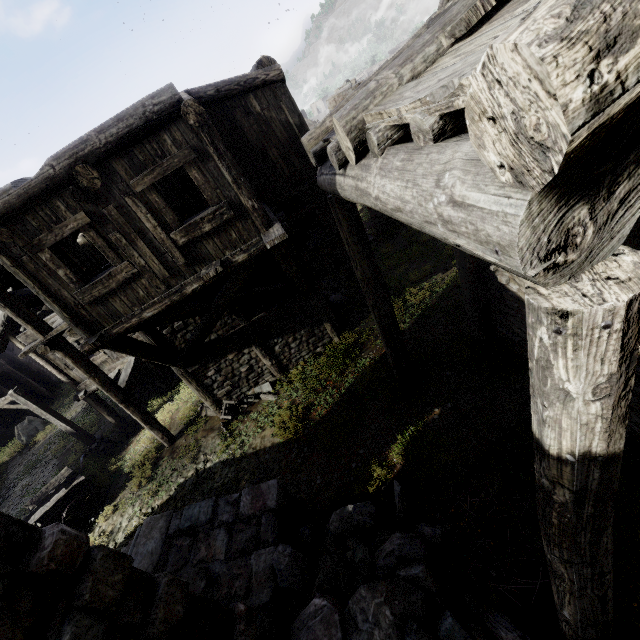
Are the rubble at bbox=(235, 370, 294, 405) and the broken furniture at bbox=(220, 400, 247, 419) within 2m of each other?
yes

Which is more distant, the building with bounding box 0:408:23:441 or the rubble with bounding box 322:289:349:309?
the building with bounding box 0:408:23:441

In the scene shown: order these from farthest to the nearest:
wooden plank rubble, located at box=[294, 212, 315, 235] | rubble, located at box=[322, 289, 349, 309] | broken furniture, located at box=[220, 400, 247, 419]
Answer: rubble, located at box=[322, 289, 349, 309] → broken furniture, located at box=[220, 400, 247, 419] → wooden plank rubble, located at box=[294, 212, 315, 235]

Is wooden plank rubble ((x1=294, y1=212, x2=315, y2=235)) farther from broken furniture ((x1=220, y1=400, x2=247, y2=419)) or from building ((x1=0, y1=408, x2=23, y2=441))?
broken furniture ((x1=220, y1=400, x2=247, y2=419))

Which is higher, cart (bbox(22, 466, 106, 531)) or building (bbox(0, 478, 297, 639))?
building (bbox(0, 478, 297, 639))

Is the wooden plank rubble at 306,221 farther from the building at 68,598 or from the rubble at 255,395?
the rubble at 255,395

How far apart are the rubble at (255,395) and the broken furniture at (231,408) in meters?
0.0

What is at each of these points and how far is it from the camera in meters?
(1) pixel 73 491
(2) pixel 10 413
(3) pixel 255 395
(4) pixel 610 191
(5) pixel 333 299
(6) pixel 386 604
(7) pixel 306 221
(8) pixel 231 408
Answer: (1) cart, 10.5 m
(2) building, 24.2 m
(3) rubble, 11.0 m
(4) building, 1.2 m
(5) rubble, 14.4 m
(6) rubble, 4.0 m
(7) wooden plank rubble, 10.4 m
(8) broken furniture, 11.1 m
